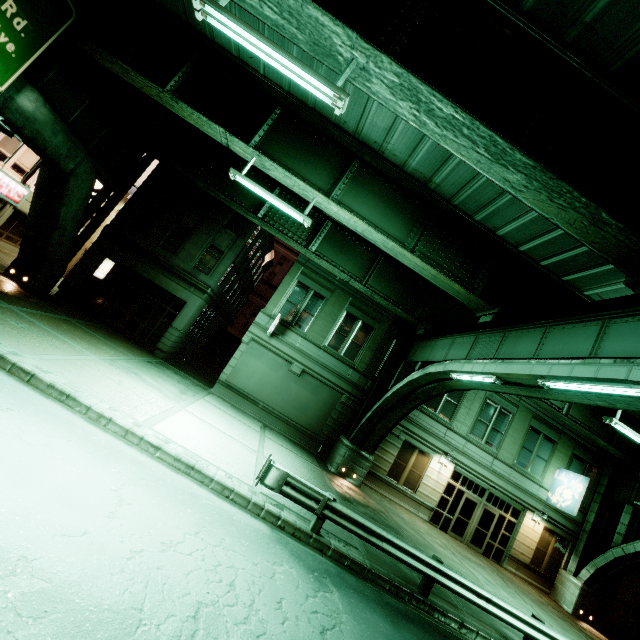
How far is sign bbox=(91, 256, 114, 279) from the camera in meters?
19.3

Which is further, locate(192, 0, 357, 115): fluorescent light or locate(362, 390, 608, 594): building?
locate(362, 390, 608, 594): building

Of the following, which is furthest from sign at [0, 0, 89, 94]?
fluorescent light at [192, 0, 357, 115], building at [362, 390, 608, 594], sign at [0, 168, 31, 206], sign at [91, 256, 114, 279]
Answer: building at [362, 390, 608, 594]

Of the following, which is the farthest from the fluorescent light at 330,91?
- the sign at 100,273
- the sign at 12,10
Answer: the sign at 100,273

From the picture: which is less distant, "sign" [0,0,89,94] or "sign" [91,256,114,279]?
"sign" [0,0,89,94]

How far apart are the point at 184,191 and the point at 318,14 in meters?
16.4 m

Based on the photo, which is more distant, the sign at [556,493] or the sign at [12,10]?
the sign at [556,493]

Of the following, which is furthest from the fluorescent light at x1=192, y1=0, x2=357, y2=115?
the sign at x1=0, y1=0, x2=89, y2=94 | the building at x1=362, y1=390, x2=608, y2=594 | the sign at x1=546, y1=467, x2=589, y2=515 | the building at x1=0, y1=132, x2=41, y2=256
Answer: the sign at x1=546, y1=467, x2=589, y2=515
